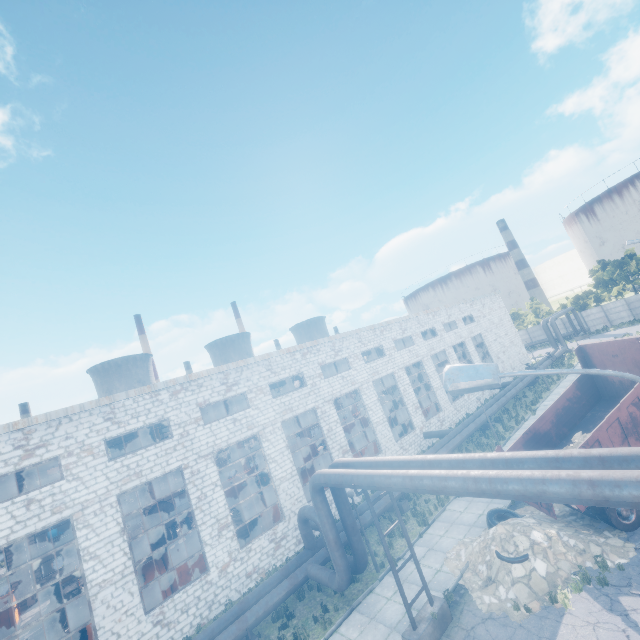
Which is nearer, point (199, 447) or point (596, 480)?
point (596, 480)

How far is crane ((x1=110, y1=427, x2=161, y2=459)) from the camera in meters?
17.2

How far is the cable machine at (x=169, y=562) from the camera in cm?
1653

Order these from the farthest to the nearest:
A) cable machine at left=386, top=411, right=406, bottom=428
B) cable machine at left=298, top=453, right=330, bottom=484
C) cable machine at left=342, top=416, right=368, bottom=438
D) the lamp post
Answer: cable machine at left=342, top=416, right=368, bottom=438, cable machine at left=386, top=411, right=406, bottom=428, cable machine at left=298, top=453, right=330, bottom=484, the lamp post

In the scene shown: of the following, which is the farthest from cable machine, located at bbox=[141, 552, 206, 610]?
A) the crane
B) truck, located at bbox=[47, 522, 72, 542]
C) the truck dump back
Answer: truck, located at bbox=[47, 522, 72, 542]

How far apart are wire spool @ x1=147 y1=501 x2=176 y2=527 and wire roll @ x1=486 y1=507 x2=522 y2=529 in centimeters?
1817cm

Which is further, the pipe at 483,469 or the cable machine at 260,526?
the cable machine at 260,526

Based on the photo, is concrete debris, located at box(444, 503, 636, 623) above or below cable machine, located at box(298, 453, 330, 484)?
below
